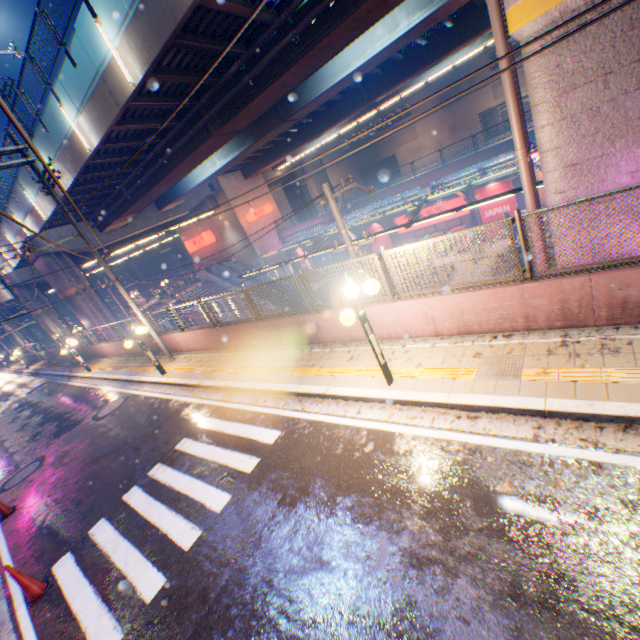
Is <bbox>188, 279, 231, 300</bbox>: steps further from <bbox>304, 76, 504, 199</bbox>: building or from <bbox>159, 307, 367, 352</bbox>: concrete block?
<bbox>304, 76, 504, 199</bbox>: building

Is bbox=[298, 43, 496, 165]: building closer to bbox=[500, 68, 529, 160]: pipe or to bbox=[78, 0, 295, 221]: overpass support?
bbox=[78, 0, 295, 221]: overpass support

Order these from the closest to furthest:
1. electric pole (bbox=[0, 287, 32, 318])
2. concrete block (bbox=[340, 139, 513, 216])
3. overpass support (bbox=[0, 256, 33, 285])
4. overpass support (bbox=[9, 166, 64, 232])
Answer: overpass support (bbox=[9, 166, 64, 232])
electric pole (bbox=[0, 287, 32, 318])
concrete block (bbox=[340, 139, 513, 216])
overpass support (bbox=[0, 256, 33, 285])

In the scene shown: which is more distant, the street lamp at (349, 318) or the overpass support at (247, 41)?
the overpass support at (247, 41)

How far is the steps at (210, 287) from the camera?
34.3m

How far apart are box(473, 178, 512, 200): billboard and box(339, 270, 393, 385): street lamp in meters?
24.3

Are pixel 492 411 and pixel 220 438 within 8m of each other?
yes
